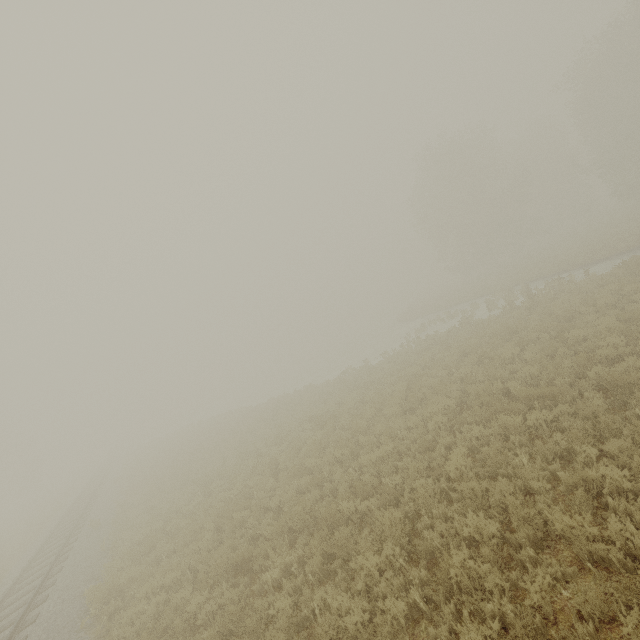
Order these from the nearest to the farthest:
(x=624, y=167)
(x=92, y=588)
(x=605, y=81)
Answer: (x=92, y=588) → (x=605, y=81) → (x=624, y=167)
